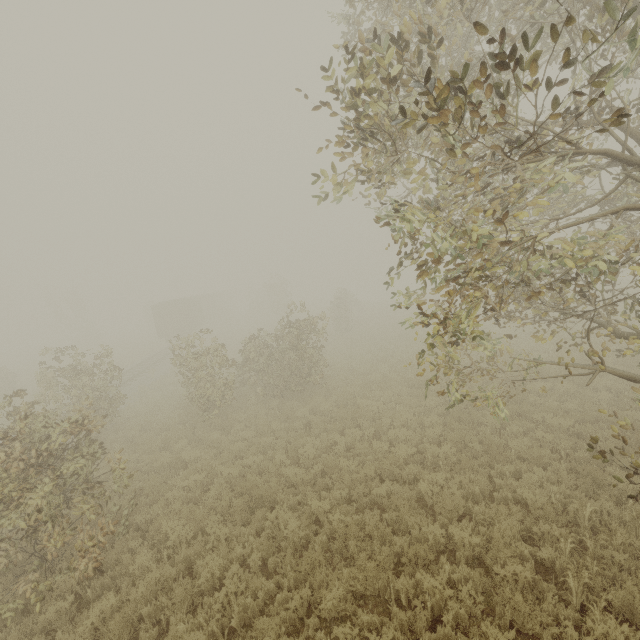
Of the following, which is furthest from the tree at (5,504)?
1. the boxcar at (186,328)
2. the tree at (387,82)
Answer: the tree at (387,82)

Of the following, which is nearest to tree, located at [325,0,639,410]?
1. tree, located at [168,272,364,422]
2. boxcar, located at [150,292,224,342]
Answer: tree, located at [168,272,364,422]

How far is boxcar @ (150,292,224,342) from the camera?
34.4 meters

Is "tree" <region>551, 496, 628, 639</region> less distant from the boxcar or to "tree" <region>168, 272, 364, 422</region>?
"tree" <region>168, 272, 364, 422</region>

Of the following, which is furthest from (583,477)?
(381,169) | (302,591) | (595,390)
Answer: (381,169)

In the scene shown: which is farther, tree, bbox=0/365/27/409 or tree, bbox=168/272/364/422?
tree, bbox=168/272/364/422

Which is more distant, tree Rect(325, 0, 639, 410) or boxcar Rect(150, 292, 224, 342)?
boxcar Rect(150, 292, 224, 342)

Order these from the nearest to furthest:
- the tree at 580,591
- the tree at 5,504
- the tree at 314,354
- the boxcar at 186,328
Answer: the tree at 580,591
the tree at 5,504
the tree at 314,354
the boxcar at 186,328
